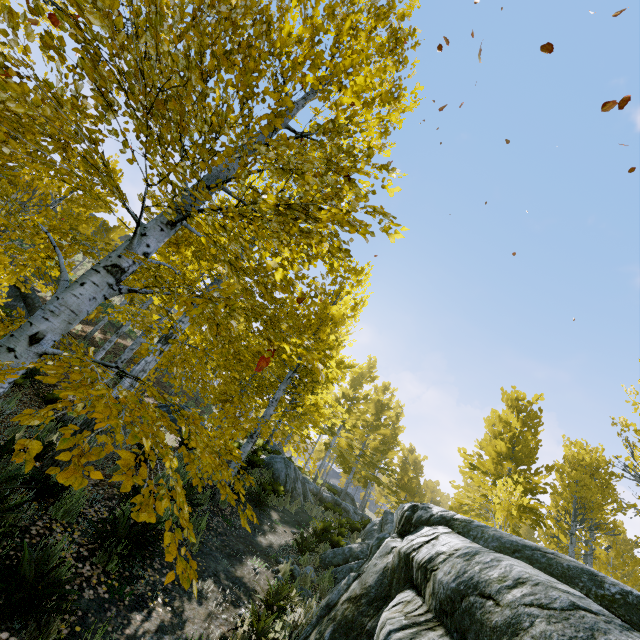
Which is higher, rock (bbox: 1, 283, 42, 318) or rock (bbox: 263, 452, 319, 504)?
rock (bbox: 1, 283, 42, 318)

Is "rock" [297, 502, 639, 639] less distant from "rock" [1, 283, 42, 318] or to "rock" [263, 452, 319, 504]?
"rock" [263, 452, 319, 504]

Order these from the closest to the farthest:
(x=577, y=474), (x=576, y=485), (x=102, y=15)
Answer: (x=102, y=15), (x=577, y=474), (x=576, y=485)

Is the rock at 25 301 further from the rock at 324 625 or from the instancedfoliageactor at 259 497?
the rock at 324 625

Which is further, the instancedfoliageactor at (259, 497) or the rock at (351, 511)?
the rock at (351, 511)

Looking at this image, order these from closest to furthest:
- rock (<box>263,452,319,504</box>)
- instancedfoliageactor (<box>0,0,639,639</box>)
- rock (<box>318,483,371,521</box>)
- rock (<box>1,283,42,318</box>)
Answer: instancedfoliageactor (<box>0,0,639,639</box>) < rock (<box>1,283,42,318</box>) < rock (<box>263,452,319,504</box>) < rock (<box>318,483,371,521</box>)

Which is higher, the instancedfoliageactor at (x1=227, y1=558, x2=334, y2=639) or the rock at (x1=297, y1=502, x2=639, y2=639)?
the rock at (x1=297, y1=502, x2=639, y2=639)
